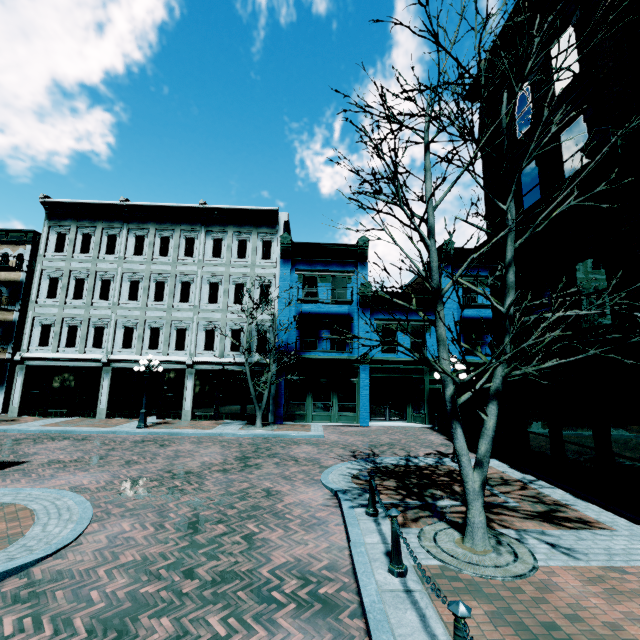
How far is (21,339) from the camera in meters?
21.2

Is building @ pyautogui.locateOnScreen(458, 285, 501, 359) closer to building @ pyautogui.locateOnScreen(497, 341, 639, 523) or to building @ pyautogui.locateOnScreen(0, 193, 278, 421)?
building @ pyautogui.locateOnScreen(0, 193, 278, 421)

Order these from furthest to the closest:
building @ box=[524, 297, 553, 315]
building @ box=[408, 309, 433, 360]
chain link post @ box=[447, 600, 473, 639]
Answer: building @ box=[408, 309, 433, 360], building @ box=[524, 297, 553, 315], chain link post @ box=[447, 600, 473, 639]

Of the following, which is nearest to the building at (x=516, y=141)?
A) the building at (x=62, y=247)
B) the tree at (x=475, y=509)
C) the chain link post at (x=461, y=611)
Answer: the tree at (x=475, y=509)

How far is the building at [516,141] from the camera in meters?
10.1 m

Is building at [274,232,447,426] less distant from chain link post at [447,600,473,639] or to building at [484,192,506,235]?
building at [484,192,506,235]

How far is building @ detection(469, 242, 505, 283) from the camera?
11.6 meters
